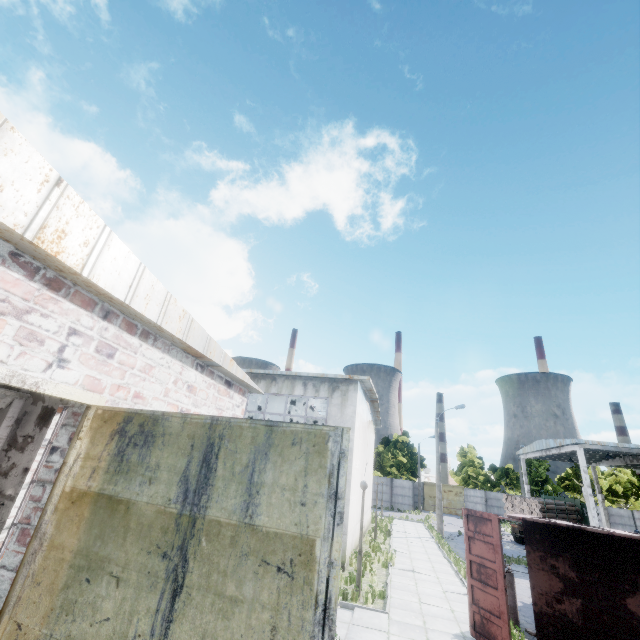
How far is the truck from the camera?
26.4 meters

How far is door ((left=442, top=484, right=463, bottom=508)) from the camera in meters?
47.5

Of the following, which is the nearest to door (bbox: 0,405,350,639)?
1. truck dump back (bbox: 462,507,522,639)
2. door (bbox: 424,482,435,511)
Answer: truck dump back (bbox: 462,507,522,639)

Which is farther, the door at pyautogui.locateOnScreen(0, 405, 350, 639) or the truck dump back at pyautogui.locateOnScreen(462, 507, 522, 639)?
the truck dump back at pyautogui.locateOnScreen(462, 507, 522, 639)

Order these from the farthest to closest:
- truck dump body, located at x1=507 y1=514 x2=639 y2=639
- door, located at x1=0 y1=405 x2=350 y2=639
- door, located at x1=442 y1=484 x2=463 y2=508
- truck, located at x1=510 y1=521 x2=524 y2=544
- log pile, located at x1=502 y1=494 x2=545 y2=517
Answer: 1. door, located at x1=442 y1=484 x2=463 y2=508
2. truck, located at x1=510 y1=521 x2=524 y2=544
3. log pile, located at x1=502 y1=494 x2=545 y2=517
4. truck dump body, located at x1=507 y1=514 x2=639 y2=639
5. door, located at x1=0 y1=405 x2=350 y2=639

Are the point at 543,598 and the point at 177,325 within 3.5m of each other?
no

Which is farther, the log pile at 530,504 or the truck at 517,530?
the truck at 517,530

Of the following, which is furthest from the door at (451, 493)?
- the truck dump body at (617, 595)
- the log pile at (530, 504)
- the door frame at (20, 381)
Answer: the door frame at (20, 381)
